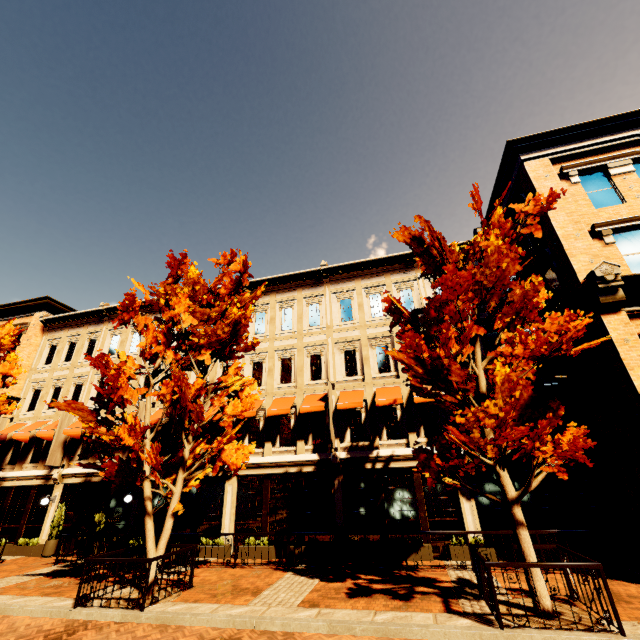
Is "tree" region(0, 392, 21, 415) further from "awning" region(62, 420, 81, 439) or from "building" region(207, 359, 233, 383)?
"awning" region(62, 420, 81, 439)

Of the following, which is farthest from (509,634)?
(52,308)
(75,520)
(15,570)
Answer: (52,308)

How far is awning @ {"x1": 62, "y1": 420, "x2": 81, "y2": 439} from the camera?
16.9m

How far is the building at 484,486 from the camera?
12.2m

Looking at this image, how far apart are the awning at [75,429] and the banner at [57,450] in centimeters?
36cm

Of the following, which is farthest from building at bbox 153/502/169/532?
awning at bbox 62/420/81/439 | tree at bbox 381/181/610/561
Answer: tree at bbox 381/181/610/561

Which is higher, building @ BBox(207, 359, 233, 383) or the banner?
building @ BBox(207, 359, 233, 383)
